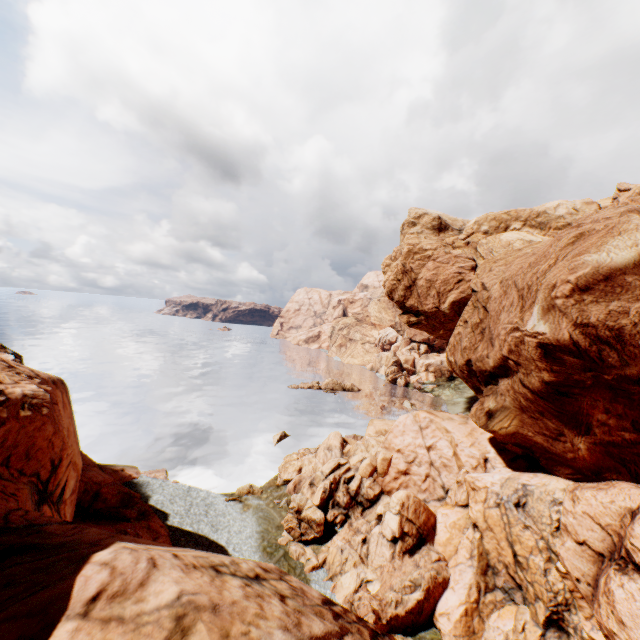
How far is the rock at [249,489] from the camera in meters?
32.5

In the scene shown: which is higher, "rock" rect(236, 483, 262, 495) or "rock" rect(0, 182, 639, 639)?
"rock" rect(0, 182, 639, 639)

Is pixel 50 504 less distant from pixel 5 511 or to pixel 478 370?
pixel 5 511

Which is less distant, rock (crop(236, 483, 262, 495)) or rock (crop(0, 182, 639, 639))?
rock (crop(0, 182, 639, 639))

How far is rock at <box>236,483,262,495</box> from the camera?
32.5m

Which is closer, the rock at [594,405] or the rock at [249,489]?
the rock at [594,405]
